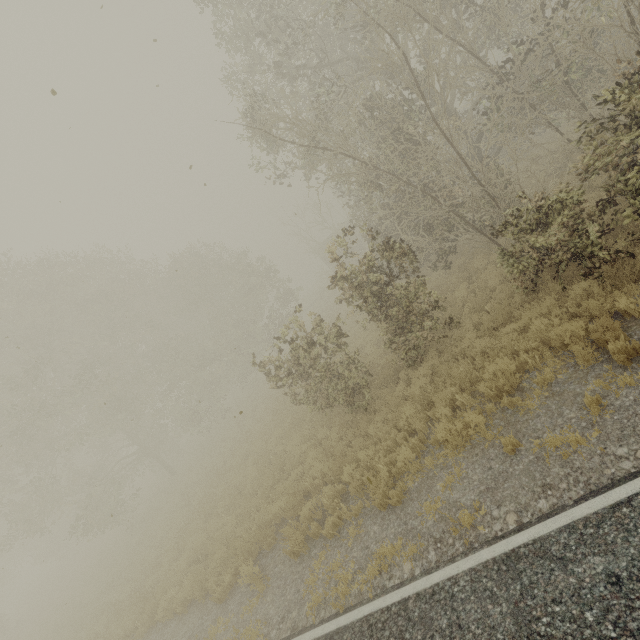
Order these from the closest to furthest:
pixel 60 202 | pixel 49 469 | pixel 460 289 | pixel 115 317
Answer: pixel 60 202 < pixel 460 289 < pixel 115 317 < pixel 49 469
